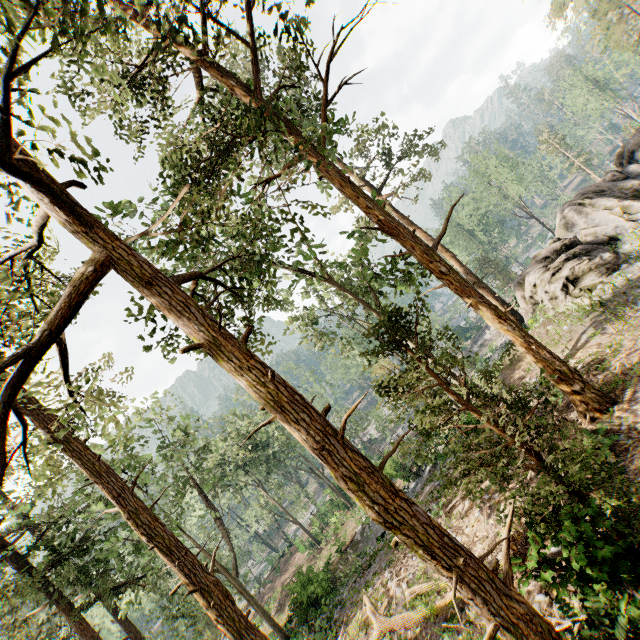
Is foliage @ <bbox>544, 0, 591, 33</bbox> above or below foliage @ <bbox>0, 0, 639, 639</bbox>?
above

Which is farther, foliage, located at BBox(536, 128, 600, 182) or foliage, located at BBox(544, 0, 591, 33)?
foliage, located at BBox(536, 128, 600, 182)

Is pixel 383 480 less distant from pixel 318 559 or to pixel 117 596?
pixel 117 596

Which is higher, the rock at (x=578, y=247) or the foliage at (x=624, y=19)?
the foliage at (x=624, y=19)

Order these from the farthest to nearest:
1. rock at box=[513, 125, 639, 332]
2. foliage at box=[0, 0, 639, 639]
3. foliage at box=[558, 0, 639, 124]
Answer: foliage at box=[558, 0, 639, 124], rock at box=[513, 125, 639, 332], foliage at box=[0, 0, 639, 639]

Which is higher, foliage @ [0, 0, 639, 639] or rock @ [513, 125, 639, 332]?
foliage @ [0, 0, 639, 639]

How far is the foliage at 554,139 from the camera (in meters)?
53.87
